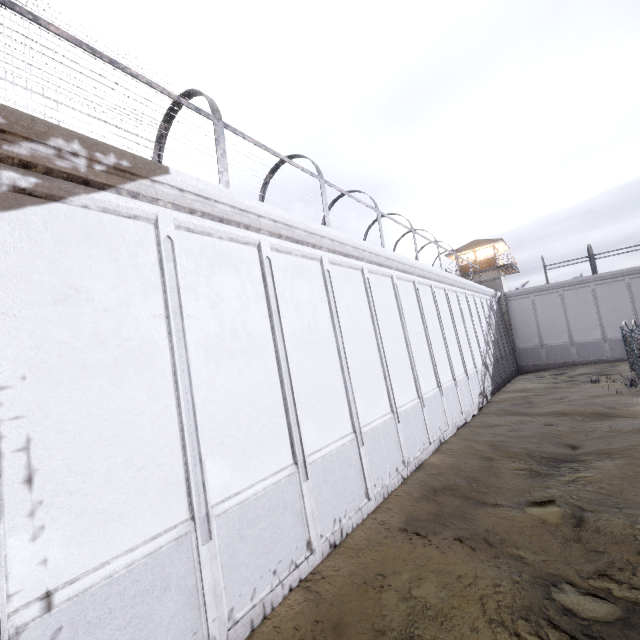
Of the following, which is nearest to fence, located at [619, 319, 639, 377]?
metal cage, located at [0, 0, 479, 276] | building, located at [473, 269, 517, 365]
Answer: metal cage, located at [0, 0, 479, 276]

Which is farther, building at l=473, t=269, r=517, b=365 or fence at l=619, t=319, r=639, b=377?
building at l=473, t=269, r=517, b=365

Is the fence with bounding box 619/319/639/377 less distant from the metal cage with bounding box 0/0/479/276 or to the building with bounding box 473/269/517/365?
the metal cage with bounding box 0/0/479/276

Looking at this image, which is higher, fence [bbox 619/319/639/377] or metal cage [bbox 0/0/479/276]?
metal cage [bbox 0/0/479/276]

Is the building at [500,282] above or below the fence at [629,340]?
above

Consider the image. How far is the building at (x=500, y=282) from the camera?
35.0 meters

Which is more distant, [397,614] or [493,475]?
[493,475]

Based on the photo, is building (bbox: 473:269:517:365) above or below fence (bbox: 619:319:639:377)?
above
